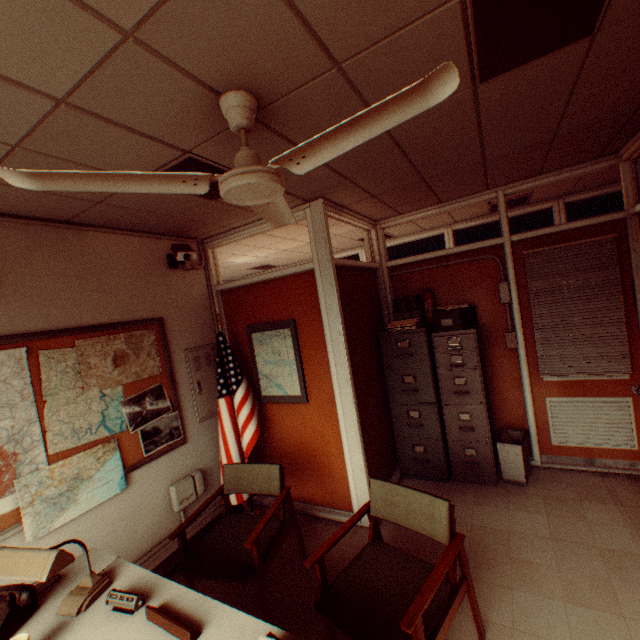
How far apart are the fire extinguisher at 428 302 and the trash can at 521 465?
1.6m

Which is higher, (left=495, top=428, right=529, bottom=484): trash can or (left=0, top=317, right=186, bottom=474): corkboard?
(left=0, top=317, right=186, bottom=474): corkboard

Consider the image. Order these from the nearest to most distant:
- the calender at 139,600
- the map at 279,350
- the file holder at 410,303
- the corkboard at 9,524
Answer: the calender at 139,600 → the corkboard at 9,524 → the map at 279,350 → the file holder at 410,303

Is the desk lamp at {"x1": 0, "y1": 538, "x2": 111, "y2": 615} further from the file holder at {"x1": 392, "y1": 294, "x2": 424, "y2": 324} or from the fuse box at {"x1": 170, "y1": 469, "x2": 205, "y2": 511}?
the file holder at {"x1": 392, "y1": 294, "x2": 424, "y2": 324}

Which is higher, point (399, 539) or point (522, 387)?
point (522, 387)

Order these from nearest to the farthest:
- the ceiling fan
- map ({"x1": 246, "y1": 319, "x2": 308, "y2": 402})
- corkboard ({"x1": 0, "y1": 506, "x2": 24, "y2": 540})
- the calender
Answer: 1. the ceiling fan
2. the calender
3. corkboard ({"x1": 0, "y1": 506, "x2": 24, "y2": 540})
4. map ({"x1": 246, "y1": 319, "x2": 308, "y2": 402})

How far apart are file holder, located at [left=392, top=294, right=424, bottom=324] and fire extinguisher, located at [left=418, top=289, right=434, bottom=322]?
0.1 meters

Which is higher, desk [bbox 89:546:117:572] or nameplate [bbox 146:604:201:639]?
nameplate [bbox 146:604:201:639]
